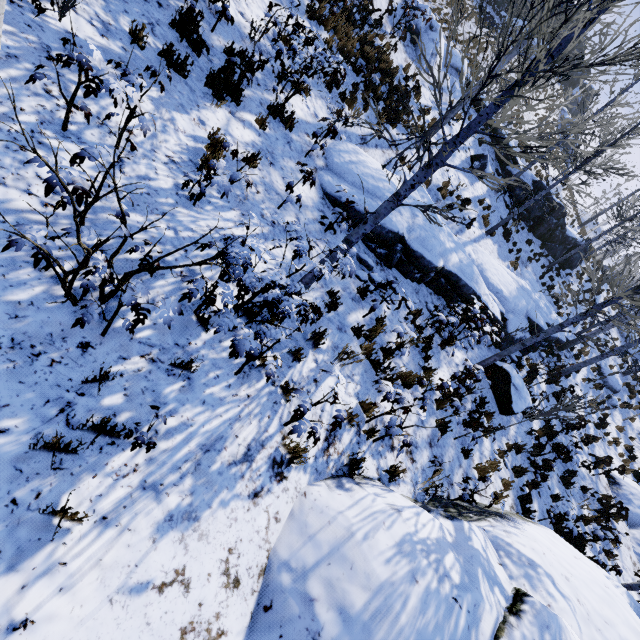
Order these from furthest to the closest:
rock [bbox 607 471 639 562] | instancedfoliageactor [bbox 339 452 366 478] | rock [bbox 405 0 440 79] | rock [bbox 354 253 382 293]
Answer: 1. rock [bbox 405 0 440 79]
2. rock [bbox 607 471 639 562]
3. rock [bbox 354 253 382 293]
4. instancedfoliageactor [bbox 339 452 366 478]

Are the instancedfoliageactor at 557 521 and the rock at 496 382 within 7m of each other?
yes

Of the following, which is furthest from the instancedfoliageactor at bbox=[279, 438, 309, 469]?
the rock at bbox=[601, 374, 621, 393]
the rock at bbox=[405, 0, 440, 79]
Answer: the rock at bbox=[601, 374, 621, 393]

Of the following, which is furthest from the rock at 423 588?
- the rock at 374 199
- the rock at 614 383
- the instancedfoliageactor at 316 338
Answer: the rock at 614 383

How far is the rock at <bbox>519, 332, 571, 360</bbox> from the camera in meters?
13.6 m

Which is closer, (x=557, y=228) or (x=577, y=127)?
(x=577, y=127)

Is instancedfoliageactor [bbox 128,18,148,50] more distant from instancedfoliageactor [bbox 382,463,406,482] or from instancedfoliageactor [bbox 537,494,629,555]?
instancedfoliageactor [bbox 537,494,629,555]

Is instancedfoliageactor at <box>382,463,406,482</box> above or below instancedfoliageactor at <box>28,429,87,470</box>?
below
